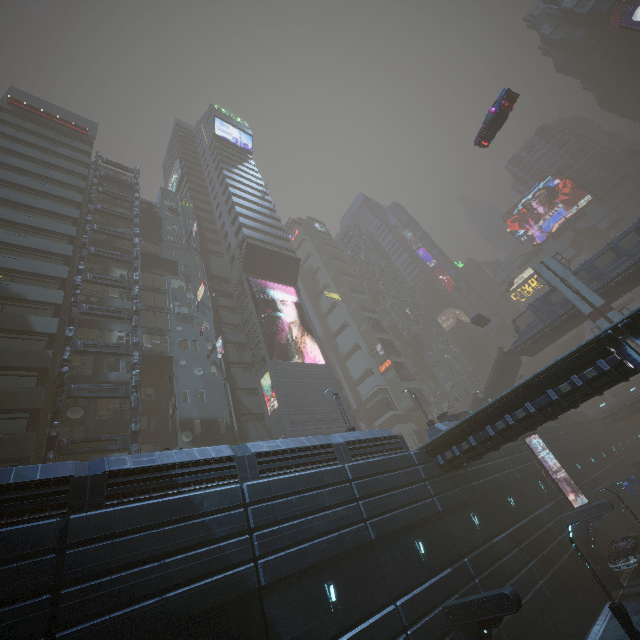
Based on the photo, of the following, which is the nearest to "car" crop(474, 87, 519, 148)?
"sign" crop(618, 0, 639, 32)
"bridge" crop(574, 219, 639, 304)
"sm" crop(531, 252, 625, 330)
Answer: "sign" crop(618, 0, 639, 32)

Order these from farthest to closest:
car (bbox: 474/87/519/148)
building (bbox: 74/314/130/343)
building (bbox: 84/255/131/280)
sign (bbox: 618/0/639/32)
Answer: sign (bbox: 618/0/639/32), building (bbox: 84/255/131/280), building (bbox: 74/314/130/343), car (bbox: 474/87/519/148)

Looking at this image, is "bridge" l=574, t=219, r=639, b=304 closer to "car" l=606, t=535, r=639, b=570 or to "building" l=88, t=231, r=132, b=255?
"building" l=88, t=231, r=132, b=255

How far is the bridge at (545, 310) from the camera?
37.5 meters

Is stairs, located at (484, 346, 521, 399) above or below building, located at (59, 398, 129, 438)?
below

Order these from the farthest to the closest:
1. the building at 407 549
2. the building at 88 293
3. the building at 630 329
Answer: the building at 88 293 < the building at 630 329 < the building at 407 549

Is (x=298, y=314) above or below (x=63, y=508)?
above

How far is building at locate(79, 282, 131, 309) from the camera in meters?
30.0 m
